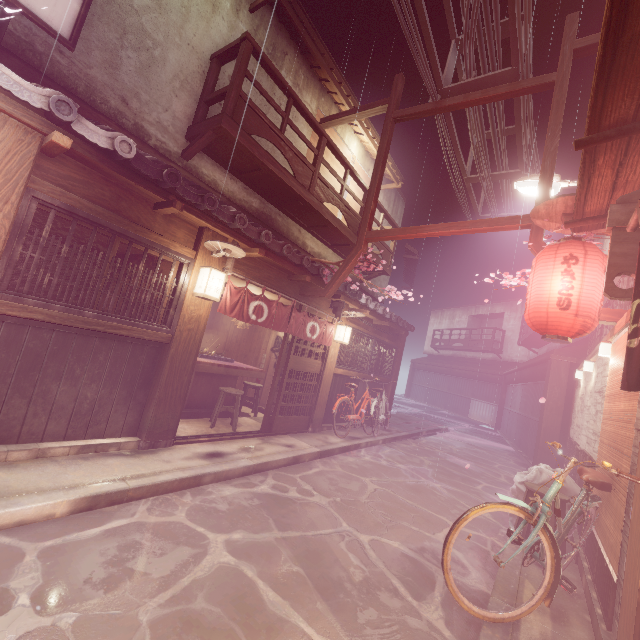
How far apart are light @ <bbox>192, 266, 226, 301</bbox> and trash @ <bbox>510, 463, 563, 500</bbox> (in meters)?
9.48

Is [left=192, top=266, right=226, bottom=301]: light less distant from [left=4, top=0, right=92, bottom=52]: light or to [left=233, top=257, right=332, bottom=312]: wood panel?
[left=233, top=257, right=332, bottom=312]: wood panel

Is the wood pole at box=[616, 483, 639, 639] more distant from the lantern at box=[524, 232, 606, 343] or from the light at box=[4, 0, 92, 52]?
the light at box=[4, 0, 92, 52]

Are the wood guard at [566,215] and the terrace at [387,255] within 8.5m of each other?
yes

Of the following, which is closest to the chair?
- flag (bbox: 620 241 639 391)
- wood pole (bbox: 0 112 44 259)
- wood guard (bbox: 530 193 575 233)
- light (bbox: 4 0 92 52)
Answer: flag (bbox: 620 241 639 391)

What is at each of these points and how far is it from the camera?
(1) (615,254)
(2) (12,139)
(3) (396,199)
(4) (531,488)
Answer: (1) wood base, 5.0 meters
(2) wood pole, 5.4 meters
(3) house, 22.1 meters
(4) chair, 7.6 meters

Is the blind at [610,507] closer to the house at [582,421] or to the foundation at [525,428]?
the house at [582,421]

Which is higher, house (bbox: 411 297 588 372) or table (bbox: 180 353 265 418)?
house (bbox: 411 297 588 372)
